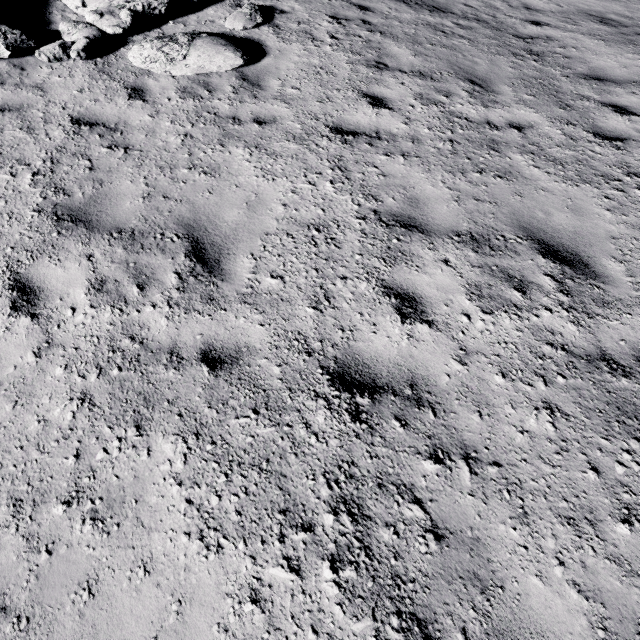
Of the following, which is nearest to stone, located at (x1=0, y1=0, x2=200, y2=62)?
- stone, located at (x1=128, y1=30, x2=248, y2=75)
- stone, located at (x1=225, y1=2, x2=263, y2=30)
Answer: stone, located at (x1=128, y1=30, x2=248, y2=75)

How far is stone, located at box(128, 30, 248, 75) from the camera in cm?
579

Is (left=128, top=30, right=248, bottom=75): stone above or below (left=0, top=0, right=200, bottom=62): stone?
below

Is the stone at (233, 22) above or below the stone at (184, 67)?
above

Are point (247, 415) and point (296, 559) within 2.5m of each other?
yes

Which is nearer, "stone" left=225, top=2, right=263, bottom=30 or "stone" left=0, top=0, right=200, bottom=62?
"stone" left=0, top=0, right=200, bottom=62

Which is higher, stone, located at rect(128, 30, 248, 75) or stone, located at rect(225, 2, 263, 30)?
stone, located at rect(225, 2, 263, 30)

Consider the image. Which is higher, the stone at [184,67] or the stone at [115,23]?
the stone at [115,23]
